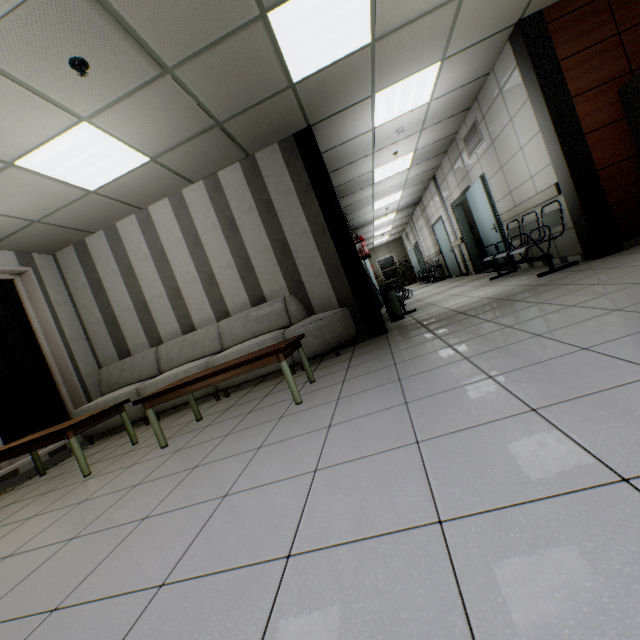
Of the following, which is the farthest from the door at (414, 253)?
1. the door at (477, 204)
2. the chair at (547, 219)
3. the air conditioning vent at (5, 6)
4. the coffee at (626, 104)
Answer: the air conditioning vent at (5, 6)

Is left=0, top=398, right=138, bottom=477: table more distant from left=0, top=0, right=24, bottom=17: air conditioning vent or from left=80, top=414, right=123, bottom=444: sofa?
left=0, top=0, right=24, bottom=17: air conditioning vent

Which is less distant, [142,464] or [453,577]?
[453,577]

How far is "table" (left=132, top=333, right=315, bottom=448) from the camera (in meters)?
2.78

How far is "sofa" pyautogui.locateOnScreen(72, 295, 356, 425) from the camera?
4.3 meters

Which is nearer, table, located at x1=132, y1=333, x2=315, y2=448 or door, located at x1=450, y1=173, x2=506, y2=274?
table, located at x1=132, y1=333, x2=315, y2=448

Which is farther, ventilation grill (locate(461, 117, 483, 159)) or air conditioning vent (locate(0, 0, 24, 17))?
ventilation grill (locate(461, 117, 483, 159))

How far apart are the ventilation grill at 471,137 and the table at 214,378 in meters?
5.6 m
